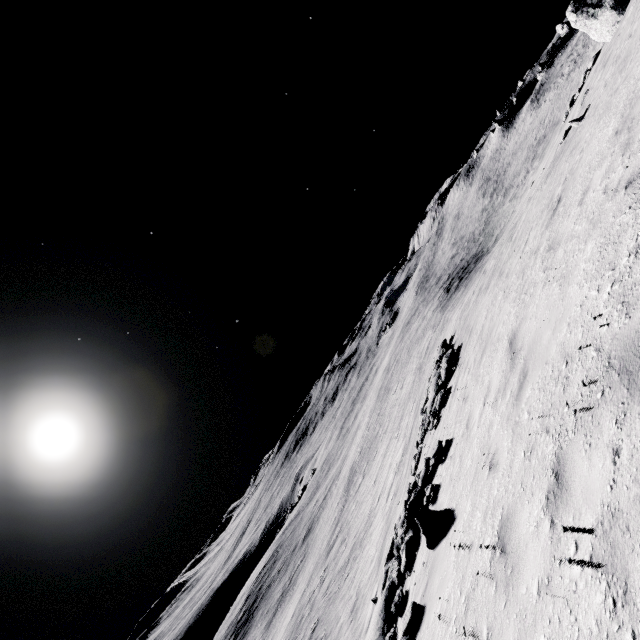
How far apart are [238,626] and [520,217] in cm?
6620
